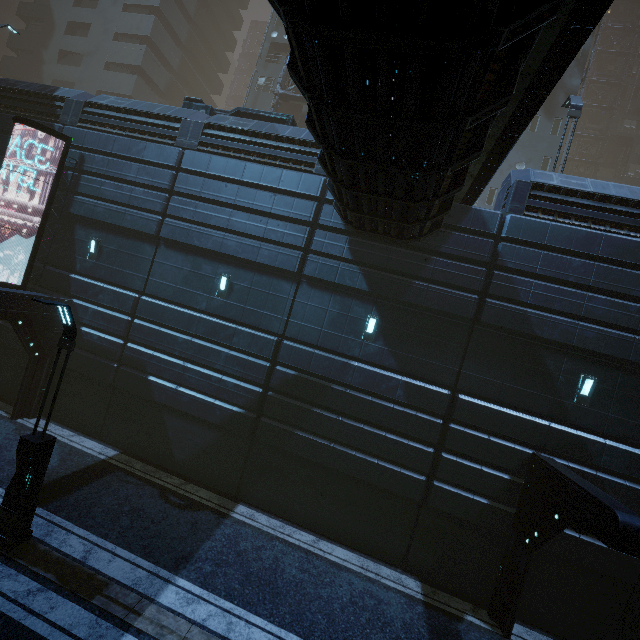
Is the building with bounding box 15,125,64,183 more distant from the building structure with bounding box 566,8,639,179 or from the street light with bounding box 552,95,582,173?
the street light with bounding box 552,95,582,173

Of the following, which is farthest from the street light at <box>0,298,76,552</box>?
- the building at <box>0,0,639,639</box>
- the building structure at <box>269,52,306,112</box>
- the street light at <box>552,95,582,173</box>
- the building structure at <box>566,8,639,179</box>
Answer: the building structure at <box>566,8,639,179</box>

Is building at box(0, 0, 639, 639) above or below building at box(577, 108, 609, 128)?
below

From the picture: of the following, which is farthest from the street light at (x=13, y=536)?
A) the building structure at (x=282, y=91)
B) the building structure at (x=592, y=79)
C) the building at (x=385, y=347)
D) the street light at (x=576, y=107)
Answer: the building structure at (x=592, y=79)

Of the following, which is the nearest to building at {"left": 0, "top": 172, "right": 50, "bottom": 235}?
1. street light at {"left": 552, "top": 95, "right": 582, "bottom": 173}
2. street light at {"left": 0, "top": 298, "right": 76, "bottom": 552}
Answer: street light at {"left": 552, "top": 95, "right": 582, "bottom": 173}

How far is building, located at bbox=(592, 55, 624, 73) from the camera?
45.6 meters

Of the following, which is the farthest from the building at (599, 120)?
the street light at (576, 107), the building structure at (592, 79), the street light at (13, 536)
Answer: the street light at (13, 536)

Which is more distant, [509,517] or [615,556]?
[509,517]
